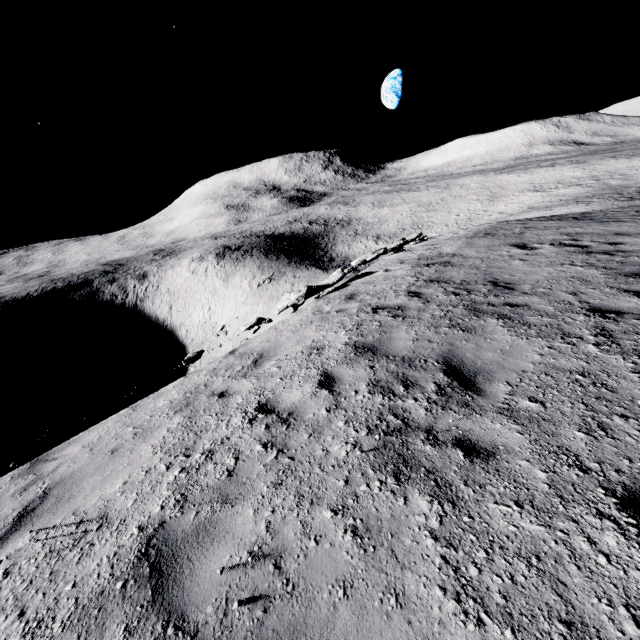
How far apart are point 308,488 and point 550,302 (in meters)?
5.74
